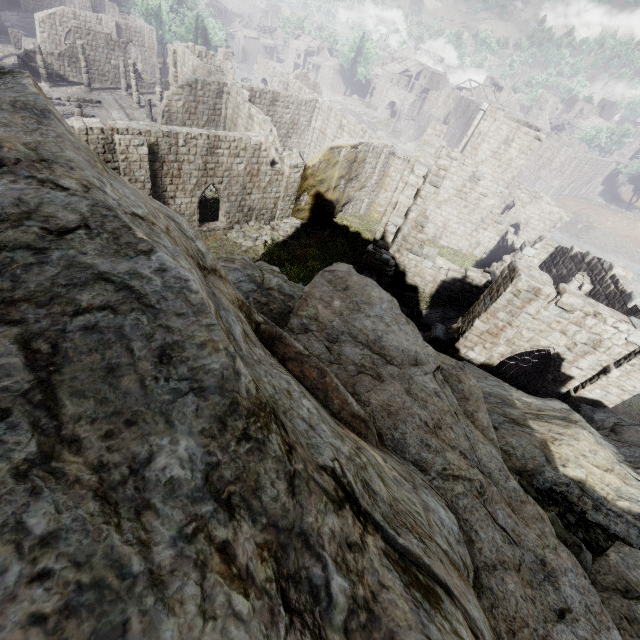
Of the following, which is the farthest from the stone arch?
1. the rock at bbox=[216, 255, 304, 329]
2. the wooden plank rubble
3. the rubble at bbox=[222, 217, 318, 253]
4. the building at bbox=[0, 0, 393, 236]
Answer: the rock at bbox=[216, 255, 304, 329]

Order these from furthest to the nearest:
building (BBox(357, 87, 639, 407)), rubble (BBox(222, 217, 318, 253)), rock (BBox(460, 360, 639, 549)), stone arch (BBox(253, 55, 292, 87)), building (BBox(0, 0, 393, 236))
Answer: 1. stone arch (BBox(253, 55, 292, 87))
2. rubble (BBox(222, 217, 318, 253))
3. building (BBox(0, 0, 393, 236))
4. building (BBox(357, 87, 639, 407))
5. rock (BBox(460, 360, 639, 549))

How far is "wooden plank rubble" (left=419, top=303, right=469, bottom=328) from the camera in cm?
2019

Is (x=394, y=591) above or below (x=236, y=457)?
below

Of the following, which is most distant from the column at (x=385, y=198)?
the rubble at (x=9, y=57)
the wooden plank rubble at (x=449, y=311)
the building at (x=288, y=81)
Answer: the rubble at (x=9, y=57)

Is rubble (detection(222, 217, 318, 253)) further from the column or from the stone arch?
the stone arch

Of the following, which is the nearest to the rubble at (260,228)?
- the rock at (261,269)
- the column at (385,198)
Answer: the column at (385,198)

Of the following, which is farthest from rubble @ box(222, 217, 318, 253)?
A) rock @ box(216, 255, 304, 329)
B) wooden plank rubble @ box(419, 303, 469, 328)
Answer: wooden plank rubble @ box(419, 303, 469, 328)
